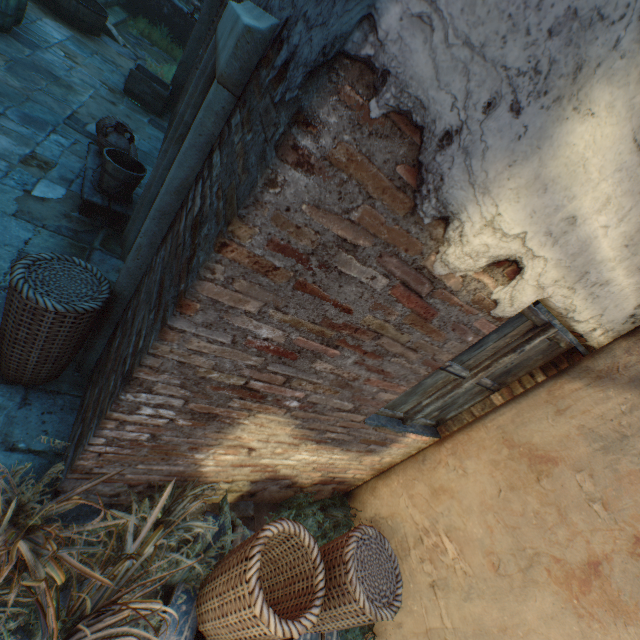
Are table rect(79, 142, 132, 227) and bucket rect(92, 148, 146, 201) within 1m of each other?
yes

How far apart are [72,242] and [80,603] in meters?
3.3 m

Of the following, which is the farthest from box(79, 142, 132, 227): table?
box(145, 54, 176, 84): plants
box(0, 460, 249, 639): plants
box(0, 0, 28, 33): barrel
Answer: box(145, 54, 176, 84): plants

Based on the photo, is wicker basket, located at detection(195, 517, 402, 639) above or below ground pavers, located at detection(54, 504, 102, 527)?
above

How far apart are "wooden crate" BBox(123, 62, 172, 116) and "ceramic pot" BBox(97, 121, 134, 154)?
3.79m

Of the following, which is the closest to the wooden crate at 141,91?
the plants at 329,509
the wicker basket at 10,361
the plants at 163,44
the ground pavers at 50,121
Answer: the ground pavers at 50,121

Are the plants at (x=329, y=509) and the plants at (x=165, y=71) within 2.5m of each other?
no

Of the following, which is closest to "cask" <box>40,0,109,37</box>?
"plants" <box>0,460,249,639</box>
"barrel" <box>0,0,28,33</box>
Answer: "barrel" <box>0,0,28,33</box>
